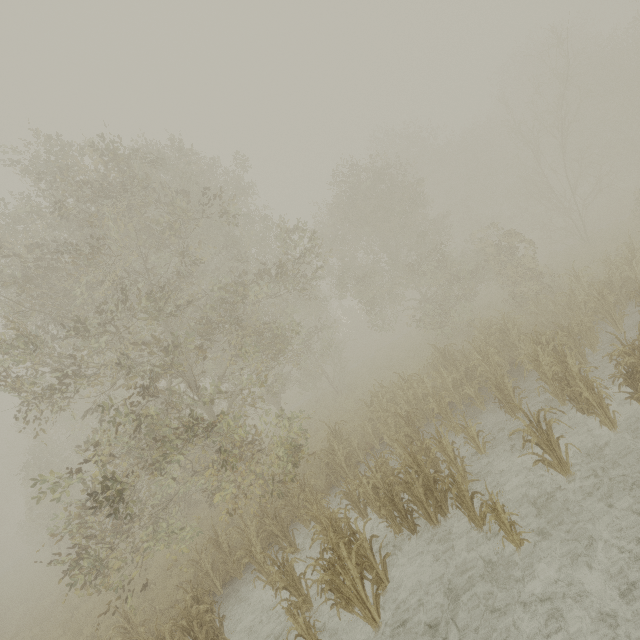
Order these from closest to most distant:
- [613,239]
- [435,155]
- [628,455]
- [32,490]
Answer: [628,455] < [613,239] < [32,490] < [435,155]
